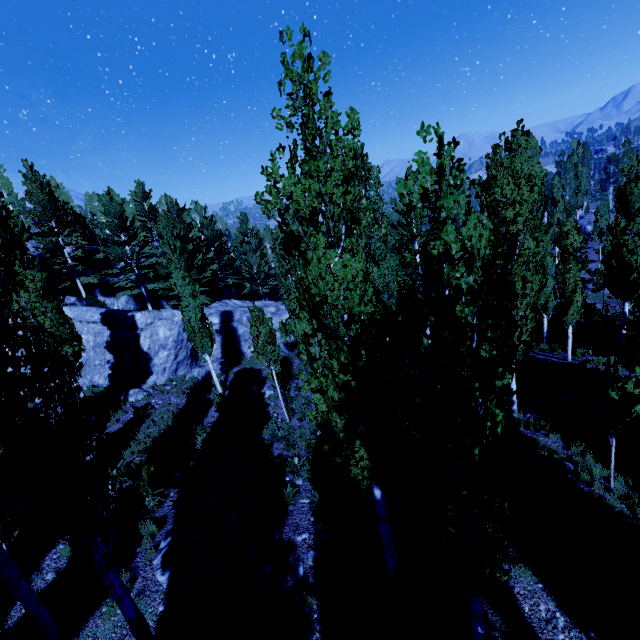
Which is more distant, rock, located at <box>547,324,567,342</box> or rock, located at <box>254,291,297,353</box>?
rock, located at <box>254,291,297,353</box>

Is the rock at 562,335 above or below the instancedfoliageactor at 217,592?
below

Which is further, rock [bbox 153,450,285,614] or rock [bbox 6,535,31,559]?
rock [bbox 6,535,31,559]

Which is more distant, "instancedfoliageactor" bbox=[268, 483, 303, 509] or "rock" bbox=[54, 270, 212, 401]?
"rock" bbox=[54, 270, 212, 401]

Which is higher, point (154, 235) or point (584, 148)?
point (154, 235)

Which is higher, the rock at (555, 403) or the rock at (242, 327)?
the rock at (242, 327)

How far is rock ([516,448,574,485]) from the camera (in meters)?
9.97

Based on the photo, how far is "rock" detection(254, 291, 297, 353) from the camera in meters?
25.4
